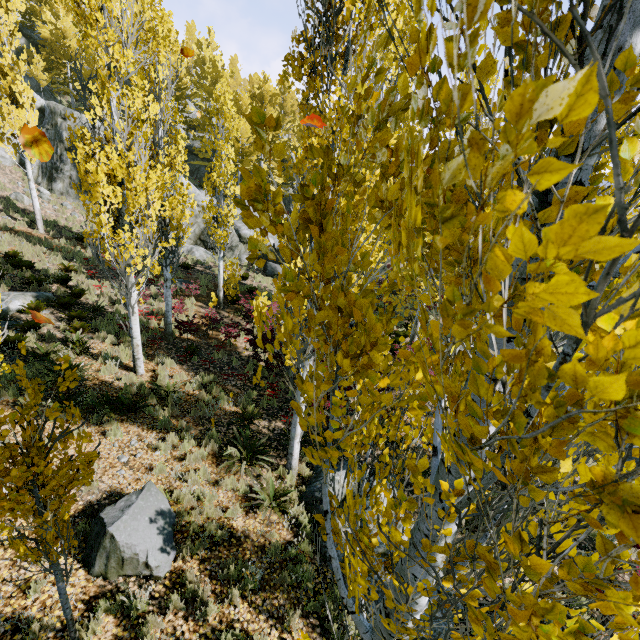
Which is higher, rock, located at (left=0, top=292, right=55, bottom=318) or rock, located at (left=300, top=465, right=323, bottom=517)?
rock, located at (left=0, top=292, right=55, bottom=318)

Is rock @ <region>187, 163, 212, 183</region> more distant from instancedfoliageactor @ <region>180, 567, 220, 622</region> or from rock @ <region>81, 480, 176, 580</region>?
rock @ <region>81, 480, 176, 580</region>

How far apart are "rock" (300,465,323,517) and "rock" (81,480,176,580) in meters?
2.6 m

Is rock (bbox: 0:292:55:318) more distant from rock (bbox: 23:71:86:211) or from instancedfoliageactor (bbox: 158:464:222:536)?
rock (bbox: 23:71:86:211)

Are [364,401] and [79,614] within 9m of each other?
yes

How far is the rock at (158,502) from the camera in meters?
4.9 m

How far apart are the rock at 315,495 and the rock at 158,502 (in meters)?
2.65

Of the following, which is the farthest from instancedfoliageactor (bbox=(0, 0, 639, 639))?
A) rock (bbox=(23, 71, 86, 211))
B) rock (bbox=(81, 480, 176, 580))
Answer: rock (bbox=(81, 480, 176, 580))
